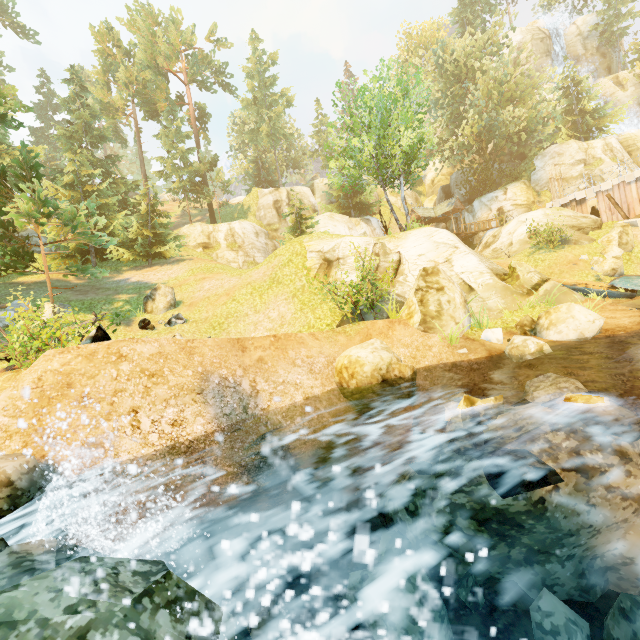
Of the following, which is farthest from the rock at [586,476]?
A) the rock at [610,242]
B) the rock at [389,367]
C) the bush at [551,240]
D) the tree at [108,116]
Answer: the rock at [610,242]

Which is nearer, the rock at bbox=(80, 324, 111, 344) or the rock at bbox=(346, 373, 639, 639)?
the rock at bbox=(346, 373, 639, 639)

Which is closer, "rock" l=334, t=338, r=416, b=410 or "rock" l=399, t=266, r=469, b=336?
"rock" l=334, t=338, r=416, b=410

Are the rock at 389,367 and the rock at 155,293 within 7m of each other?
no

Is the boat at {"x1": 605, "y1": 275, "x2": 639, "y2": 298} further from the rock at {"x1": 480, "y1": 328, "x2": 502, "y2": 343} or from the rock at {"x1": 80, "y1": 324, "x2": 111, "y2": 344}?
the rock at {"x1": 80, "y1": 324, "x2": 111, "y2": 344}

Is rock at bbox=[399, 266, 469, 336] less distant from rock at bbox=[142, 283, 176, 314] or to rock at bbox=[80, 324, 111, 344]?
rock at bbox=[80, 324, 111, 344]

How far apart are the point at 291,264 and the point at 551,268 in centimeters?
1742cm

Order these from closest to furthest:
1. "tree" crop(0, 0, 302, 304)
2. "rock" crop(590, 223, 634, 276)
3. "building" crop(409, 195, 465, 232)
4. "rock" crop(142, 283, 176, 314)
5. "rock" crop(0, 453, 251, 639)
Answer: "rock" crop(0, 453, 251, 639) < "tree" crop(0, 0, 302, 304) < "rock" crop(142, 283, 176, 314) < "rock" crop(590, 223, 634, 276) < "building" crop(409, 195, 465, 232)
